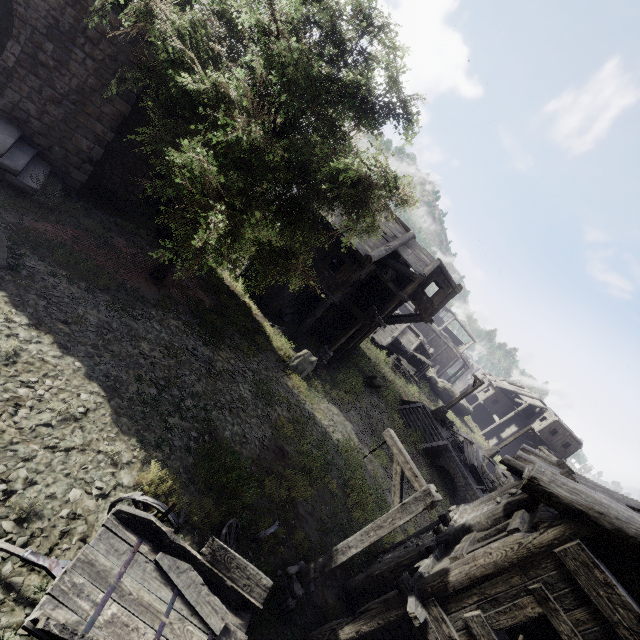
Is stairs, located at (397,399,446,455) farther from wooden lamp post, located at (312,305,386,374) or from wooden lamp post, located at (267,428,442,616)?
wooden lamp post, located at (267,428,442,616)

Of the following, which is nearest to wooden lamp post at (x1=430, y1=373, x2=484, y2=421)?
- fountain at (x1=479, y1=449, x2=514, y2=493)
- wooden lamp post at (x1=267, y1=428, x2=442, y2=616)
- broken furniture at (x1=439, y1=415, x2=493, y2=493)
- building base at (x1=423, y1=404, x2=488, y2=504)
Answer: building base at (x1=423, y1=404, x2=488, y2=504)

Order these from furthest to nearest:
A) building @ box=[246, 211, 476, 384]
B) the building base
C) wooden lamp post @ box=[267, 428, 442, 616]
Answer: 1. the building base
2. building @ box=[246, 211, 476, 384]
3. wooden lamp post @ box=[267, 428, 442, 616]

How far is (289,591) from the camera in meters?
6.7 m

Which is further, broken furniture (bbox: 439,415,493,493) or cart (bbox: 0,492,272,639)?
broken furniture (bbox: 439,415,493,493)

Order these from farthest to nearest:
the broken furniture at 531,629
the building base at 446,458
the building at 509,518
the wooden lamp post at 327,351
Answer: the building base at 446,458 < the wooden lamp post at 327,351 < the broken furniture at 531,629 < the building at 509,518

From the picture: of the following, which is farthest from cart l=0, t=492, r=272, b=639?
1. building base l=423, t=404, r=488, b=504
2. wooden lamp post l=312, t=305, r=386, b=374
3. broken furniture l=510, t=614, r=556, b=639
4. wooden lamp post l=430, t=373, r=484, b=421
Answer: wooden lamp post l=430, t=373, r=484, b=421

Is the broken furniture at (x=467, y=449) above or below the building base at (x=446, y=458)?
above
